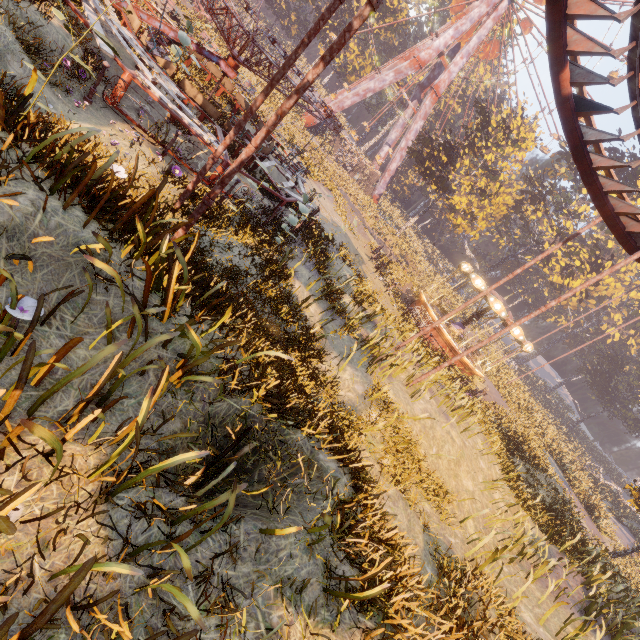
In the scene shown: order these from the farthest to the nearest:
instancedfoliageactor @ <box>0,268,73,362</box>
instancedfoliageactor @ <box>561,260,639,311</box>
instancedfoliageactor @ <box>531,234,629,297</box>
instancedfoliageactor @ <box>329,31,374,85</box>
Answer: instancedfoliageactor @ <box>329,31,374,85</box>, instancedfoliageactor @ <box>561,260,639,311</box>, instancedfoliageactor @ <box>531,234,629,297</box>, instancedfoliageactor @ <box>0,268,73,362</box>

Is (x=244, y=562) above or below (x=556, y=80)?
below

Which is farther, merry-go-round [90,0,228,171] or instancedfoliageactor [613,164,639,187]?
instancedfoliageactor [613,164,639,187]

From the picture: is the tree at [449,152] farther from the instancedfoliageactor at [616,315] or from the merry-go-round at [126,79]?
the merry-go-round at [126,79]

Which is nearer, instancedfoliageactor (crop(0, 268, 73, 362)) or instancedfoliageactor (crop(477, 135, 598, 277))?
instancedfoliageactor (crop(0, 268, 73, 362))

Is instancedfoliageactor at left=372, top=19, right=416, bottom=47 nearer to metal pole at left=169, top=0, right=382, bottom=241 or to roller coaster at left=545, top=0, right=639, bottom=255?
roller coaster at left=545, top=0, right=639, bottom=255

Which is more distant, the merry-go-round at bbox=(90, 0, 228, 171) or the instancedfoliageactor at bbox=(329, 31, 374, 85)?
the instancedfoliageactor at bbox=(329, 31, 374, 85)

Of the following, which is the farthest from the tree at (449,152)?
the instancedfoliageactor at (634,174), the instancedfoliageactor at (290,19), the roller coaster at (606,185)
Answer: the instancedfoliageactor at (634,174)
